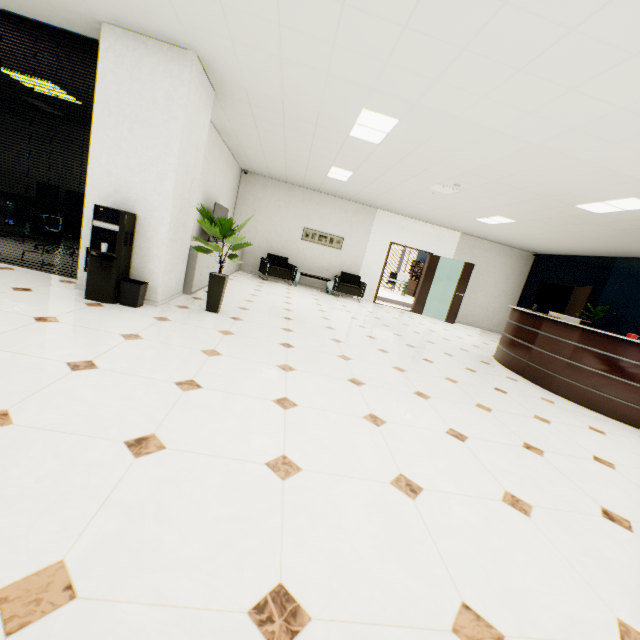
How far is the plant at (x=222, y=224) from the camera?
4.2m

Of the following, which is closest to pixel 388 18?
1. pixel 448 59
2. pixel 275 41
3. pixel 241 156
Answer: pixel 448 59

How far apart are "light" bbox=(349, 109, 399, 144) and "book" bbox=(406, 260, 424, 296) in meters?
15.4

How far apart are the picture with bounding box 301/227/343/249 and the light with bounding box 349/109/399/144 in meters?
5.6 m

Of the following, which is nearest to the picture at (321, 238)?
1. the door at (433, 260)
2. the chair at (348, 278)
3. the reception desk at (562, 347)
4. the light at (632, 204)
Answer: the chair at (348, 278)

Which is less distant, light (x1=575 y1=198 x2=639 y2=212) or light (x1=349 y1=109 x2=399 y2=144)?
light (x1=349 y1=109 x2=399 y2=144)

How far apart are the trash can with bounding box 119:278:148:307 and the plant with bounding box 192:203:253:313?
0.80m

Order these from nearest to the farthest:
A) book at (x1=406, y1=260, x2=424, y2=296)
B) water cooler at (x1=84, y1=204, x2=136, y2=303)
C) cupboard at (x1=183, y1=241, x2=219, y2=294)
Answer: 1. water cooler at (x1=84, y1=204, x2=136, y2=303)
2. cupboard at (x1=183, y1=241, x2=219, y2=294)
3. book at (x1=406, y1=260, x2=424, y2=296)
